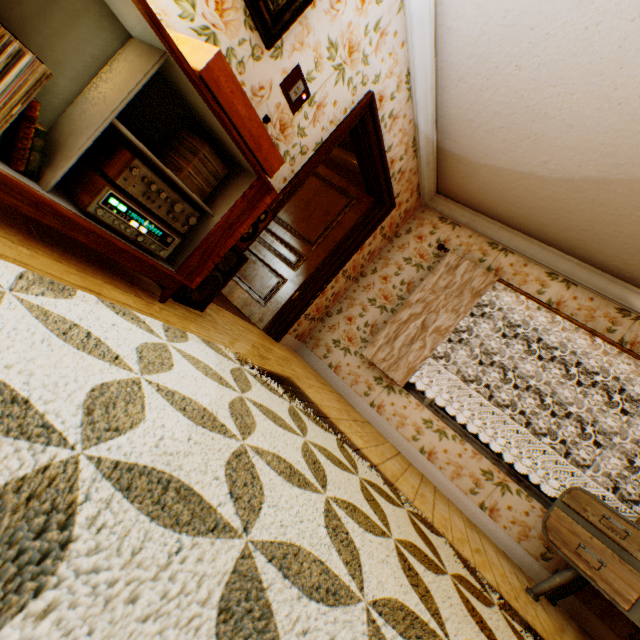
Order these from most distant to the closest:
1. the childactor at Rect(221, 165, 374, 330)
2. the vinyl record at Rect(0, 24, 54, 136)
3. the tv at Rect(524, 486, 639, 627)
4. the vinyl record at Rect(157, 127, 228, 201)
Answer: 1. the childactor at Rect(221, 165, 374, 330)
2. the tv at Rect(524, 486, 639, 627)
3. the vinyl record at Rect(157, 127, 228, 201)
4. the vinyl record at Rect(0, 24, 54, 136)

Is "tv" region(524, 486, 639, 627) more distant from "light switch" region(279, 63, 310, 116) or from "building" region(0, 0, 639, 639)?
"light switch" region(279, 63, 310, 116)

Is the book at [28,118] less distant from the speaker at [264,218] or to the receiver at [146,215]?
the receiver at [146,215]

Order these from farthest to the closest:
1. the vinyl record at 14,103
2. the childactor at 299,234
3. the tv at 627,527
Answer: the childactor at 299,234, the tv at 627,527, the vinyl record at 14,103

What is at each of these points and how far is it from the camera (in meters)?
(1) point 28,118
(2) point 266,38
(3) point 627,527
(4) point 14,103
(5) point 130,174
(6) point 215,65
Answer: (1) book, 1.16
(2) picture frame, 2.02
(3) tv, 2.43
(4) vinyl record, 1.08
(5) amplifier, 1.43
(6) turntable, 1.41

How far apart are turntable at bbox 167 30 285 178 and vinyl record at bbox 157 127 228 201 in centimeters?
18cm

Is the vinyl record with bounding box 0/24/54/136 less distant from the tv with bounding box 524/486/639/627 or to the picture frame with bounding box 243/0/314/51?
the picture frame with bounding box 243/0/314/51

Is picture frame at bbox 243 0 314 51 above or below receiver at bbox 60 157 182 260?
above
